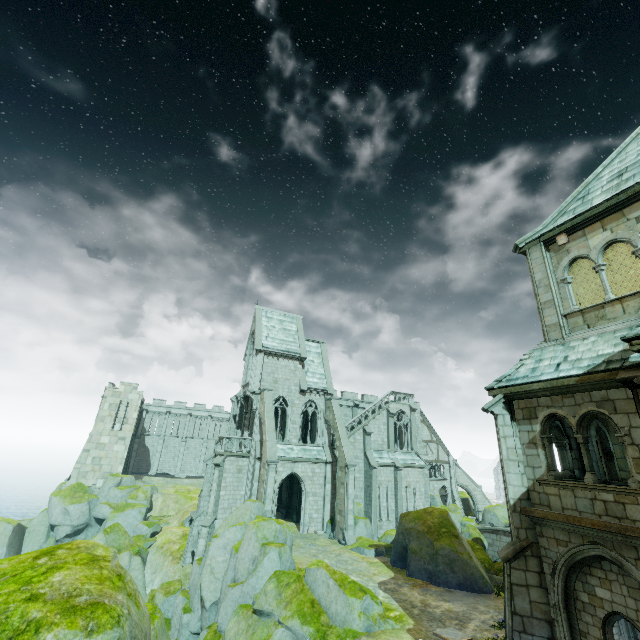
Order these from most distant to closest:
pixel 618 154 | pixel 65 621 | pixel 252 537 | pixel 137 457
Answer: pixel 137 457 → pixel 252 537 → pixel 618 154 → pixel 65 621

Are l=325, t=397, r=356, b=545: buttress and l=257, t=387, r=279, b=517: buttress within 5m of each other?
no

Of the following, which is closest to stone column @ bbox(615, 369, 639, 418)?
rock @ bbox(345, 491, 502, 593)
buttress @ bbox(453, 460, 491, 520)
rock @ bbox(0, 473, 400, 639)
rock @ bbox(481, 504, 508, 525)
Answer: rock @ bbox(0, 473, 400, 639)

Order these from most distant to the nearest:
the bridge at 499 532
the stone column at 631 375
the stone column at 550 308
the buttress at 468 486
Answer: the buttress at 468 486
the bridge at 499 532
the stone column at 550 308
the stone column at 631 375

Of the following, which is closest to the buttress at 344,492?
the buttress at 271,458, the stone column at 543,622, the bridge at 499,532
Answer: the buttress at 271,458

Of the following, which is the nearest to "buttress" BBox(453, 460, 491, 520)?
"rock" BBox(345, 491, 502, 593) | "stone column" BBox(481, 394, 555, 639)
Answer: "rock" BBox(345, 491, 502, 593)

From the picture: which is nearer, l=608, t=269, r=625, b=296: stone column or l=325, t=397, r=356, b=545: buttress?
l=608, t=269, r=625, b=296: stone column

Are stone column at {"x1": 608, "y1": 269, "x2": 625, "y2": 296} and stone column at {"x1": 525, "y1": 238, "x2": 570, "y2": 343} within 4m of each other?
yes
